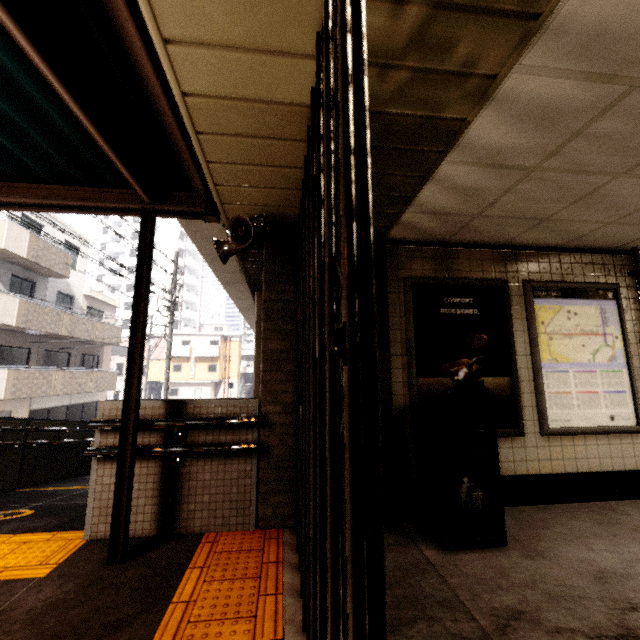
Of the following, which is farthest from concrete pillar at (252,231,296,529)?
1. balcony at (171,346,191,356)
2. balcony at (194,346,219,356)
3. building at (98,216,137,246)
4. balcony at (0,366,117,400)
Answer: building at (98,216,137,246)

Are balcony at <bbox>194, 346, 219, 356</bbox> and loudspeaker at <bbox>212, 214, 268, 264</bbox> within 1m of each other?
no

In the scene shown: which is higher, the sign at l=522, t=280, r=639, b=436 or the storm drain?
the storm drain

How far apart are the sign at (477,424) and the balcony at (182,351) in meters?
41.6 m

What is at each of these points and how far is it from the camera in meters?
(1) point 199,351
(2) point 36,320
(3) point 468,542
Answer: (1) balcony, 41.2 m
(2) balcony, 14.6 m
(3) trash can, 2.7 m

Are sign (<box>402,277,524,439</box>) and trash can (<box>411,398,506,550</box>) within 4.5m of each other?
yes

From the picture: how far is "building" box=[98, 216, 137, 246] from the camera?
53.6m

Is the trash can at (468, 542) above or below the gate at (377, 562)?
below
